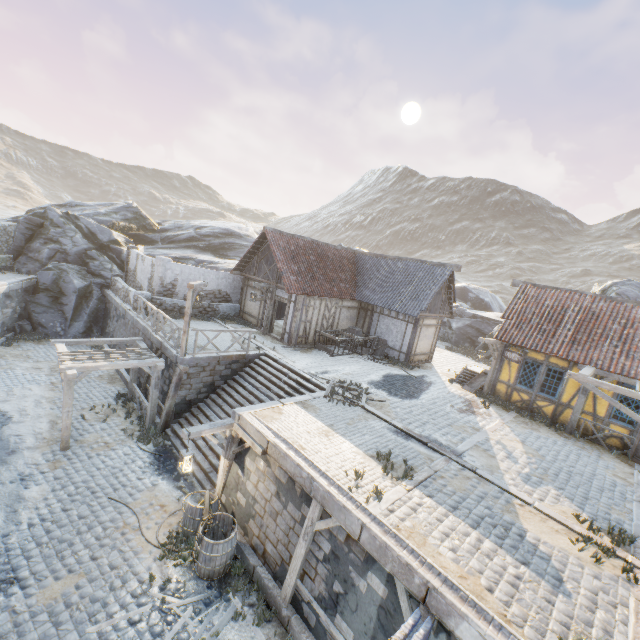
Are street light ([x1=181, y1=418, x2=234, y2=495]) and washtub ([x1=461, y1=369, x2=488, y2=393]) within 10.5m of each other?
no

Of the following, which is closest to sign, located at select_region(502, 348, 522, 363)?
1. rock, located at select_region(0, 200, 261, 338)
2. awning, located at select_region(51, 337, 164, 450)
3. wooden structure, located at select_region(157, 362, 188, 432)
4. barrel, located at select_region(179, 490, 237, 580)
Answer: rock, located at select_region(0, 200, 261, 338)

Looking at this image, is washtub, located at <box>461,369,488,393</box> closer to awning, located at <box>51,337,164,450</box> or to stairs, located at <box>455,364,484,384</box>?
stairs, located at <box>455,364,484,384</box>

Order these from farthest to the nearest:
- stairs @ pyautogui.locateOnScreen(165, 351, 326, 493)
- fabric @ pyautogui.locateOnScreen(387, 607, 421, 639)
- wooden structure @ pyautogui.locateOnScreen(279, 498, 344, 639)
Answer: stairs @ pyautogui.locateOnScreen(165, 351, 326, 493), wooden structure @ pyautogui.locateOnScreen(279, 498, 344, 639), fabric @ pyautogui.locateOnScreen(387, 607, 421, 639)

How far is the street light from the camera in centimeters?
862cm

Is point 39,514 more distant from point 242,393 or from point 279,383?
point 279,383

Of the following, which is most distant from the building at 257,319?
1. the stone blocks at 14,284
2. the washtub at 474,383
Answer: the washtub at 474,383

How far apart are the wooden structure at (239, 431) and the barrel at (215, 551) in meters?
1.1
